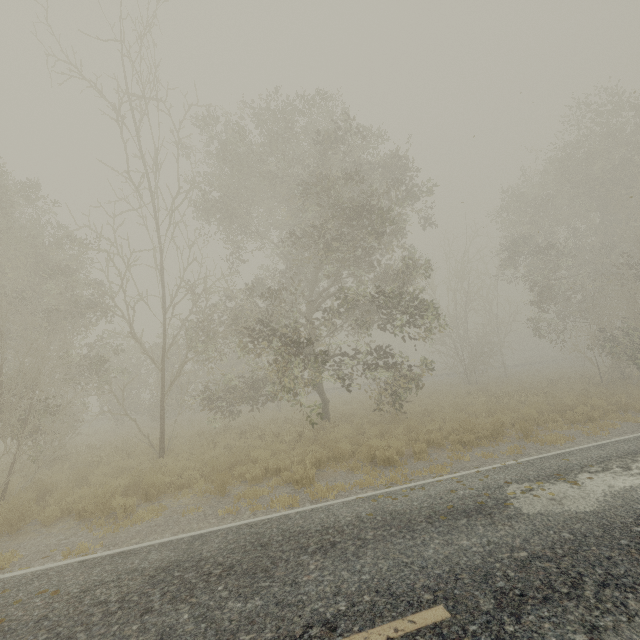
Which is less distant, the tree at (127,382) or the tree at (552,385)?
the tree at (127,382)

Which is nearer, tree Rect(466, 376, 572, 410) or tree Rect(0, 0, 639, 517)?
tree Rect(0, 0, 639, 517)

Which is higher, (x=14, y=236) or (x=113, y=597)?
(x=14, y=236)

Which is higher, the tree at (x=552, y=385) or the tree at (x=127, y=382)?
the tree at (x=127, y=382)

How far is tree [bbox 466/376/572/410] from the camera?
15.2 meters

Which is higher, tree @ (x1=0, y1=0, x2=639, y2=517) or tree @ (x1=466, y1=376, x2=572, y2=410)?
tree @ (x1=0, y1=0, x2=639, y2=517)
